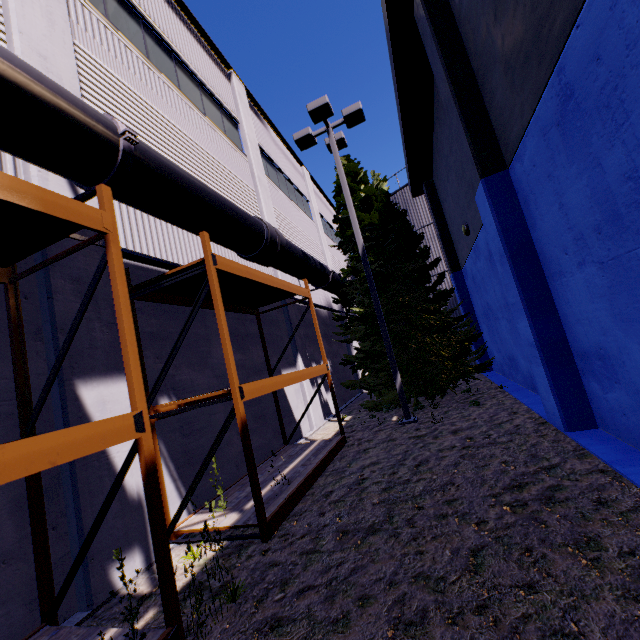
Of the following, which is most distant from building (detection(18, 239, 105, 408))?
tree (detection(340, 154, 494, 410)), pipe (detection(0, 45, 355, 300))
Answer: tree (detection(340, 154, 494, 410))

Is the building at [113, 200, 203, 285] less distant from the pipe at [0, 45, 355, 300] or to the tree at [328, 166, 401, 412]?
the pipe at [0, 45, 355, 300]

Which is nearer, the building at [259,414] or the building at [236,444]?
the building at [236,444]

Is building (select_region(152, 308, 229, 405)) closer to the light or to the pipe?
the pipe

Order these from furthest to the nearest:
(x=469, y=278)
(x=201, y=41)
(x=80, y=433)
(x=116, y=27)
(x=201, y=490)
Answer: (x=469, y=278)
(x=201, y=41)
(x=116, y=27)
(x=201, y=490)
(x=80, y=433)

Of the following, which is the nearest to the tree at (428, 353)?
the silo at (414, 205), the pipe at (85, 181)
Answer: the pipe at (85, 181)

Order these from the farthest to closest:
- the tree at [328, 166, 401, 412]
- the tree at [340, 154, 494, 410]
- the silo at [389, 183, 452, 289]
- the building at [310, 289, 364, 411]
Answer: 1. the silo at [389, 183, 452, 289]
2. the building at [310, 289, 364, 411]
3. the tree at [328, 166, 401, 412]
4. the tree at [340, 154, 494, 410]

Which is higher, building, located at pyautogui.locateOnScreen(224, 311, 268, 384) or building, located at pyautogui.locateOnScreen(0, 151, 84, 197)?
building, located at pyautogui.locateOnScreen(0, 151, 84, 197)
